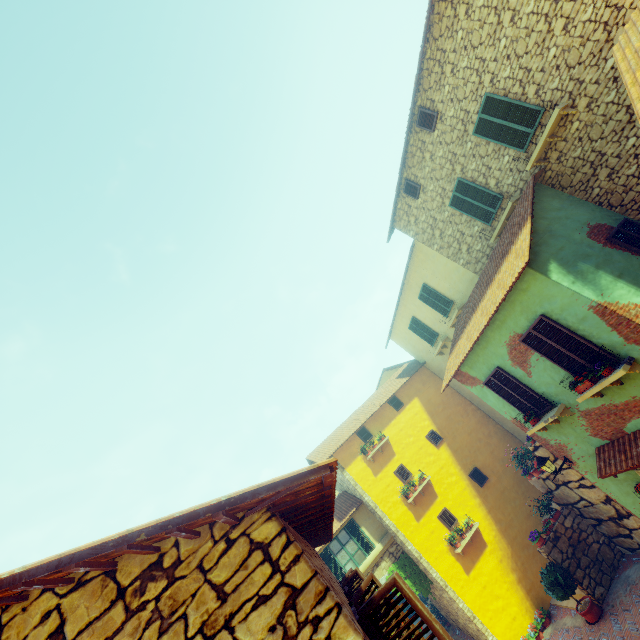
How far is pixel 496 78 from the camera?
8.7 meters

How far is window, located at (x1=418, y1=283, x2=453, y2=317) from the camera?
14.6 meters

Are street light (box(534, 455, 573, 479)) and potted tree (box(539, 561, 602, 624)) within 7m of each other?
yes

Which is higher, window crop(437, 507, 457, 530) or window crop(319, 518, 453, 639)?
window crop(319, 518, 453, 639)

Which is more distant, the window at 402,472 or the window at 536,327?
the window at 402,472

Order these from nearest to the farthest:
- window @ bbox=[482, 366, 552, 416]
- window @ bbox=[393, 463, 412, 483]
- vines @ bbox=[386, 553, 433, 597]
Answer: window @ bbox=[482, 366, 552, 416] → vines @ bbox=[386, 553, 433, 597] → window @ bbox=[393, 463, 412, 483]

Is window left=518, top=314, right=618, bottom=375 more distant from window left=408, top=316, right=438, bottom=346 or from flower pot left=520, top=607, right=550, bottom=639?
flower pot left=520, top=607, right=550, bottom=639

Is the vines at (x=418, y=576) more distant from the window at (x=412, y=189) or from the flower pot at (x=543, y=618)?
the window at (x=412, y=189)
